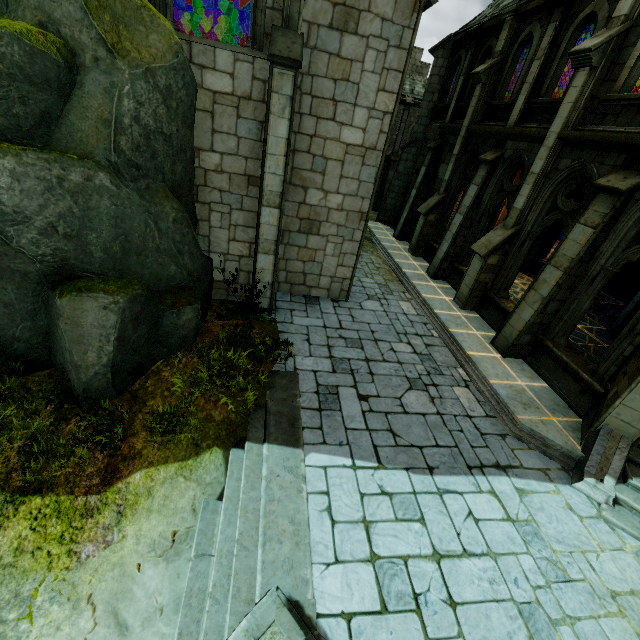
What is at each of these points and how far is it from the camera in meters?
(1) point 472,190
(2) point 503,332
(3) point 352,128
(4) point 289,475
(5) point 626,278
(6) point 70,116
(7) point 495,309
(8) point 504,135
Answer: (1) stone column, 11.7
(2) stone column, 9.1
(3) building, 8.2
(4) wall trim, 5.2
(5) stair, 14.2
(6) rock, 4.9
(7) wall trim, 10.4
(8) wall trim, 10.7

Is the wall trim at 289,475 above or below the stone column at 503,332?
below

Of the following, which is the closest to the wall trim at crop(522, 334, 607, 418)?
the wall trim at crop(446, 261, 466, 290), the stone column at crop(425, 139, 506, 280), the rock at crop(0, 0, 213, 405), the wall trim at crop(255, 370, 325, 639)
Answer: the wall trim at crop(446, 261, 466, 290)

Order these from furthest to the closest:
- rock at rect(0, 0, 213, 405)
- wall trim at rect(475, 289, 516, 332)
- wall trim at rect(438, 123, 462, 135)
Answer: wall trim at rect(438, 123, 462, 135), wall trim at rect(475, 289, 516, 332), rock at rect(0, 0, 213, 405)

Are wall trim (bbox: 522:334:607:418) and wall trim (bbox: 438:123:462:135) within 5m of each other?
no

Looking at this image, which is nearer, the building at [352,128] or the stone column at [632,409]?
the stone column at [632,409]

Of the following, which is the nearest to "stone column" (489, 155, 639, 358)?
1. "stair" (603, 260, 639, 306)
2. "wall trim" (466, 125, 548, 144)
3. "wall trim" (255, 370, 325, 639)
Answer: "wall trim" (466, 125, 548, 144)

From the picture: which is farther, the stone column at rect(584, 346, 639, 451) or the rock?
the stone column at rect(584, 346, 639, 451)
